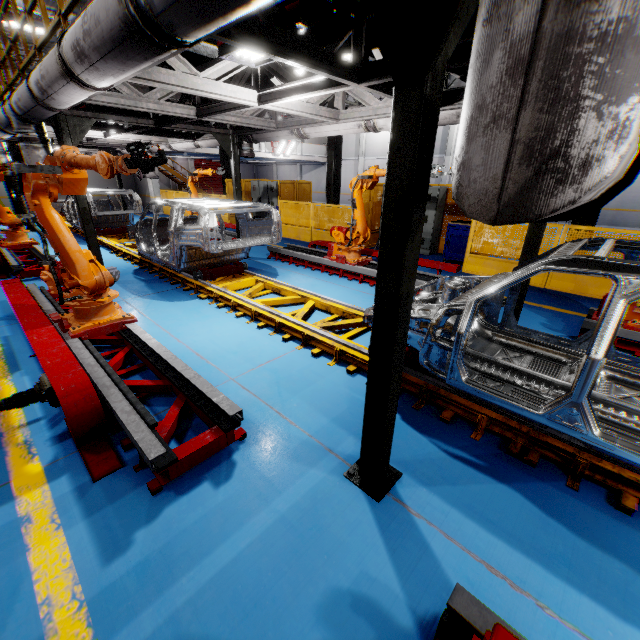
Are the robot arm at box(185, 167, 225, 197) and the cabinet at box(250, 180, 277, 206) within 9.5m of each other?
Answer: yes

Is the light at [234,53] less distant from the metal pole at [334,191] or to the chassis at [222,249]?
the chassis at [222,249]

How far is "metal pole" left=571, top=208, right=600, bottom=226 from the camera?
7.5m

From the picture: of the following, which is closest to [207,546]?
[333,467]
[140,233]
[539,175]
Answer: [333,467]

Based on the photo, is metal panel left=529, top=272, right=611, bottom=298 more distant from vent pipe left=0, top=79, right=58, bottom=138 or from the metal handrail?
vent pipe left=0, top=79, right=58, bottom=138

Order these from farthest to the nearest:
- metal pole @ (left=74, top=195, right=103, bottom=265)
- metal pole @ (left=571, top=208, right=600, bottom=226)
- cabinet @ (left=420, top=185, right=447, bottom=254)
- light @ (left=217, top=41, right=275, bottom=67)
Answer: cabinet @ (left=420, top=185, right=447, bottom=254) → metal pole @ (left=571, top=208, right=600, bottom=226) → metal pole @ (left=74, top=195, right=103, bottom=265) → light @ (left=217, top=41, right=275, bottom=67)

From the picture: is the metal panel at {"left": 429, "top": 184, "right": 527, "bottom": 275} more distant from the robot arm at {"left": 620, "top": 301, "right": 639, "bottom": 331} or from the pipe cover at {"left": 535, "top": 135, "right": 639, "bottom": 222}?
the pipe cover at {"left": 535, "top": 135, "right": 639, "bottom": 222}

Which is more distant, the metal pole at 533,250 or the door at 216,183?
the door at 216,183
